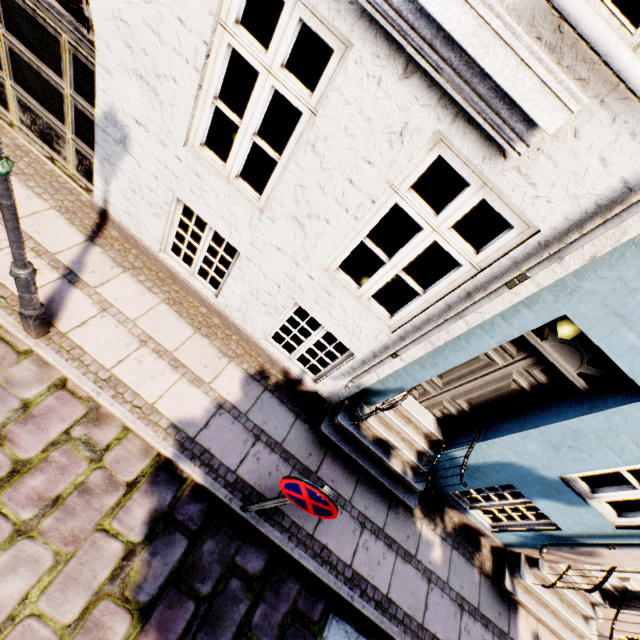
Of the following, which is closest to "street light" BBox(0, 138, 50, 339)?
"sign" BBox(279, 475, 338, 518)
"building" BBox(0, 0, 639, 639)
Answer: "building" BBox(0, 0, 639, 639)

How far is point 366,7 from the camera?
2.1 meters

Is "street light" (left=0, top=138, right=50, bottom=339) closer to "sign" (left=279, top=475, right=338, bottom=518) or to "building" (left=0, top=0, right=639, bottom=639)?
"building" (left=0, top=0, right=639, bottom=639)

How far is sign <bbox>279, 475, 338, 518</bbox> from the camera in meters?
2.5 m

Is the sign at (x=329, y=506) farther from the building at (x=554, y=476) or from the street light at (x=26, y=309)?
the street light at (x=26, y=309)
